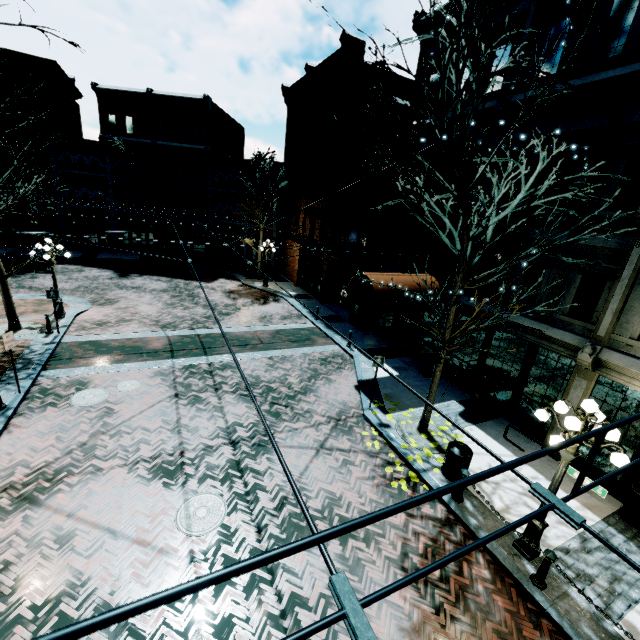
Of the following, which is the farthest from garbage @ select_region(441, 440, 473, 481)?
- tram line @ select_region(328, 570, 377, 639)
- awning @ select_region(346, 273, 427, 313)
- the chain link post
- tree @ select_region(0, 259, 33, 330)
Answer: tree @ select_region(0, 259, 33, 330)

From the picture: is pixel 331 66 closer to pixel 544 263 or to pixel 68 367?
pixel 544 263

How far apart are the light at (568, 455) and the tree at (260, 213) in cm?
2311

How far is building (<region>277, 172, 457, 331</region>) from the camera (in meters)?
15.01

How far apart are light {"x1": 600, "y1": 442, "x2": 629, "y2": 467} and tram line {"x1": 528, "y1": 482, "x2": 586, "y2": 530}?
4.74m

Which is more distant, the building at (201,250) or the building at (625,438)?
the building at (201,250)

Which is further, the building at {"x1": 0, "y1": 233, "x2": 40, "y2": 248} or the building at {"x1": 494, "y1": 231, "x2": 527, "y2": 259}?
the building at {"x1": 0, "y1": 233, "x2": 40, "y2": 248}

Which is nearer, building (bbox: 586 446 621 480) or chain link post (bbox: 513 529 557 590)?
chain link post (bbox: 513 529 557 590)
